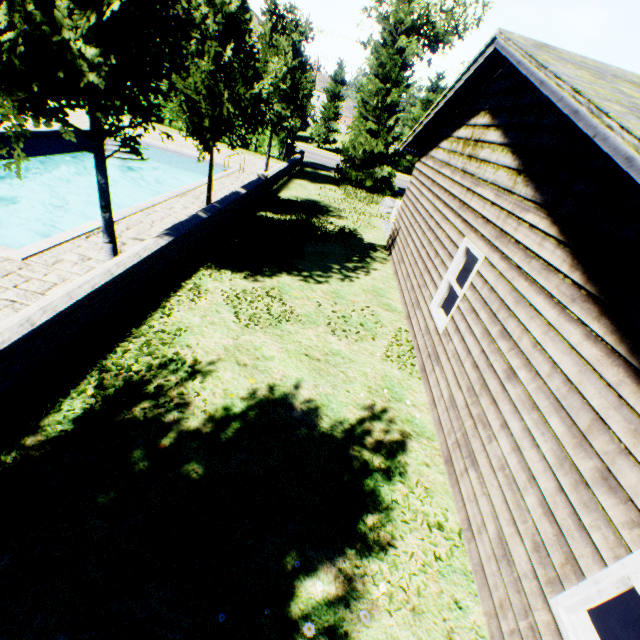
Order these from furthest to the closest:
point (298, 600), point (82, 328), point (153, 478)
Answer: point (82, 328)
point (153, 478)
point (298, 600)

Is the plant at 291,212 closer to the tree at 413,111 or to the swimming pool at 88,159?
the tree at 413,111

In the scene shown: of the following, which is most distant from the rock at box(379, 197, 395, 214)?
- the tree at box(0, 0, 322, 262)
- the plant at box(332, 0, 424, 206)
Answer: the tree at box(0, 0, 322, 262)

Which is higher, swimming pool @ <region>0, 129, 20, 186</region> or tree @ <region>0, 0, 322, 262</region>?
tree @ <region>0, 0, 322, 262</region>

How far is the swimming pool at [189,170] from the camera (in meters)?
10.26

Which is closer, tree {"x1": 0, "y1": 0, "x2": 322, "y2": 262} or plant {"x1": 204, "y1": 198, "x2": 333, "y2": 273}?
tree {"x1": 0, "y1": 0, "x2": 322, "y2": 262}

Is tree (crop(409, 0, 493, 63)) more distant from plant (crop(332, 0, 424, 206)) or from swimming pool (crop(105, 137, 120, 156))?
plant (crop(332, 0, 424, 206))

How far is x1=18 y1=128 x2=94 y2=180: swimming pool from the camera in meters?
14.0 m
